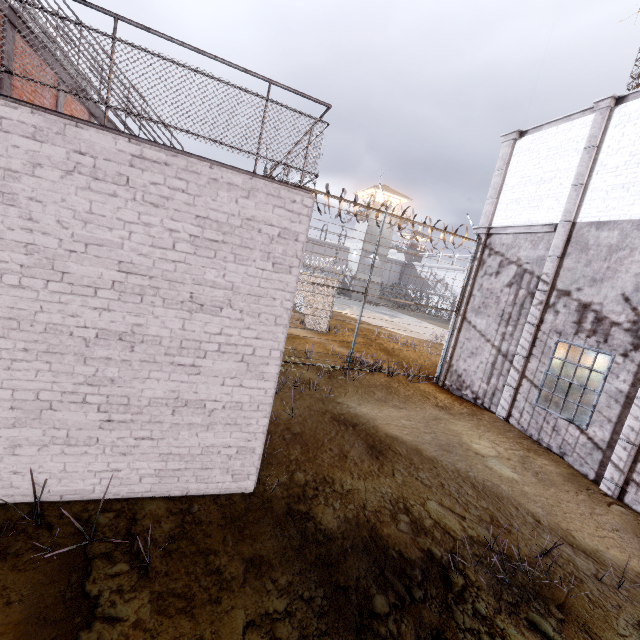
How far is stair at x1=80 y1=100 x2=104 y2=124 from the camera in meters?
6.5 m

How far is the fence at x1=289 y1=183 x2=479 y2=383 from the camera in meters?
10.4 m

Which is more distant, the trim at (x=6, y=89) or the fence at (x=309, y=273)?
the fence at (x=309, y=273)

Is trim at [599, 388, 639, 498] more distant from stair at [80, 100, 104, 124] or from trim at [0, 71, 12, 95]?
trim at [0, 71, 12, 95]

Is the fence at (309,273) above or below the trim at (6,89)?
below

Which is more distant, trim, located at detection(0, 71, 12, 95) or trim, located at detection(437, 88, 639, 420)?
trim, located at detection(437, 88, 639, 420)

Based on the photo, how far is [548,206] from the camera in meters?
9.7 m

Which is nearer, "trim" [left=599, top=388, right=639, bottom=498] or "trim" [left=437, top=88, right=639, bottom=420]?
"trim" [left=599, top=388, right=639, bottom=498]
